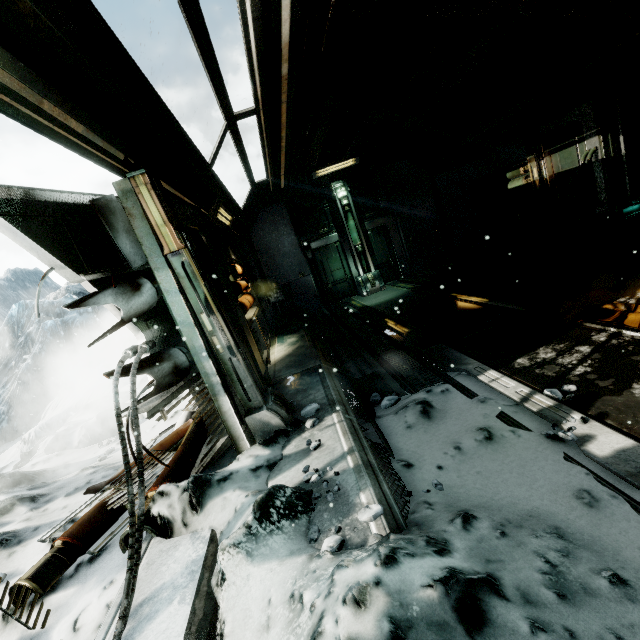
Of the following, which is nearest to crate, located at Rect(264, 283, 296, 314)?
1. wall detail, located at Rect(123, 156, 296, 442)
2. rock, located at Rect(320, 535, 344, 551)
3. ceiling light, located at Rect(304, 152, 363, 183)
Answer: ceiling light, located at Rect(304, 152, 363, 183)

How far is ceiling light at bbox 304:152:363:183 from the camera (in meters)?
10.53

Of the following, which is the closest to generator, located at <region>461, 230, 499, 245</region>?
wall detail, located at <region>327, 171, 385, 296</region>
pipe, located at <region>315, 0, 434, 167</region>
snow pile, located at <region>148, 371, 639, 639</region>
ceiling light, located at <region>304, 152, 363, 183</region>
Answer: wall detail, located at <region>327, 171, 385, 296</region>

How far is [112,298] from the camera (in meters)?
2.70

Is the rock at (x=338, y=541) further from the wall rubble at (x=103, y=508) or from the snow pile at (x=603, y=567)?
the wall rubble at (x=103, y=508)

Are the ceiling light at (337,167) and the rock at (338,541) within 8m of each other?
no

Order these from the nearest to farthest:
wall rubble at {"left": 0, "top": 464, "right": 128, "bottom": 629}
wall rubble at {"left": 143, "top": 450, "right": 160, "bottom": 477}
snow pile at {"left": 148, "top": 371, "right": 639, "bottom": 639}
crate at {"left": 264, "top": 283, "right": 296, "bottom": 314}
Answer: snow pile at {"left": 148, "top": 371, "right": 639, "bottom": 639}, wall rubble at {"left": 0, "top": 464, "right": 128, "bottom": 629}, wall rubble at {"left": 143, "top": 450, "right": 160, "bottom": 477}, crate at {"left": 264, "top": 283, "right": 296, "bottom": 314}

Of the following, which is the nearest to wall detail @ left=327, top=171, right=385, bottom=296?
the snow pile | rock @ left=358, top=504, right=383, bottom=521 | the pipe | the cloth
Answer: the pipe
